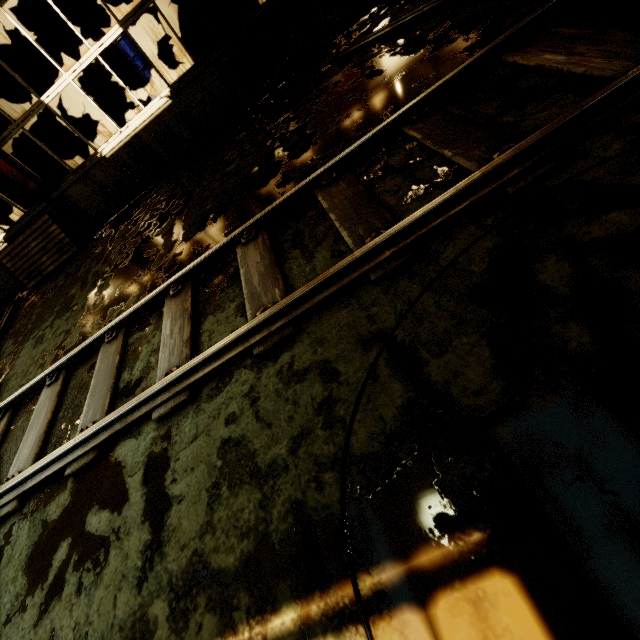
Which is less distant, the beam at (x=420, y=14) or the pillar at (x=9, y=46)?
the beam at (x=420, y=14)

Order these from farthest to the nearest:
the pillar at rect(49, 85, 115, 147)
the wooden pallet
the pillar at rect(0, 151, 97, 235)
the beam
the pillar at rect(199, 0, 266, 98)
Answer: the pillar at rect(49, 85, 115, 147) < the wooden pallet < the pillar at rect(0, 151, 97, 235) < the pillar at rect(199, 0, 266, 98) < the beam

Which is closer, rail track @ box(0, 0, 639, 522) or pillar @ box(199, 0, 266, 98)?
rail track @ box(0, 0, 639, 522)

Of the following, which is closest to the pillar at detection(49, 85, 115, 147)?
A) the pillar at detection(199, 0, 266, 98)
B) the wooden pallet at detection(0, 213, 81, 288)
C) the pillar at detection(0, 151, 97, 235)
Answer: the pillar at detection(0, 151, 97, 235)

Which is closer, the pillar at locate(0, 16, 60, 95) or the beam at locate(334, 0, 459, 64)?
the beam at locate(334, 0, 459, 64)

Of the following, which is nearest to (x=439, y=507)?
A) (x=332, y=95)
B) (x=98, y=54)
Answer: (x=332, y=95)

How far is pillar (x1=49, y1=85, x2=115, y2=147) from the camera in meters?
9.4 m

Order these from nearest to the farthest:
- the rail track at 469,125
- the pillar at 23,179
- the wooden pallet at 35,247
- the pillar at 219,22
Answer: the rail track at 469,125, the pillar at 219,22, the pillar at 23,179, the wooden pallet at 35,247
